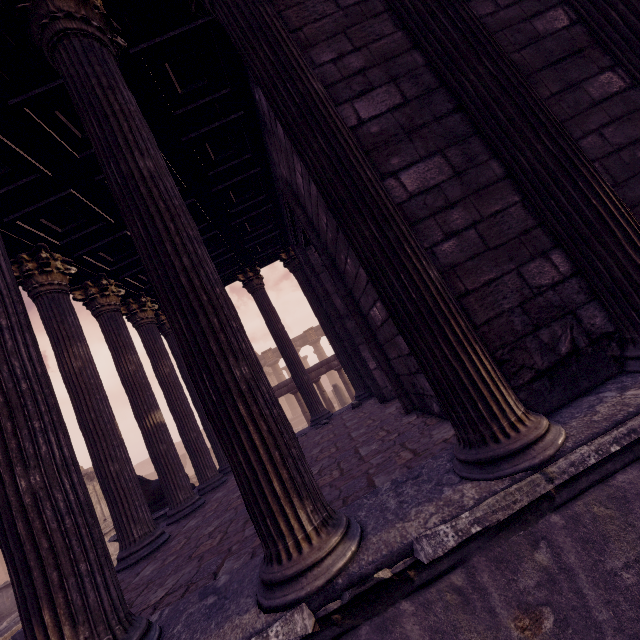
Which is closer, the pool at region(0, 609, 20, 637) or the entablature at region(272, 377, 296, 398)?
the pool at region(0, 609, 20, 637)

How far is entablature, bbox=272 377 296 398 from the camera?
13.71m

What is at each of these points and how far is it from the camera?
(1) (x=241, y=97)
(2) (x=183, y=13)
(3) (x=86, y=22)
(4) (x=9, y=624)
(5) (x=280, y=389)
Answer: (1) entablature, 4.6 meters
(2) entablature, 3.4 meters
(3) building, 2.6 meters
(4) pool, 11.3 meters
(5) entablature, 13.8 meters

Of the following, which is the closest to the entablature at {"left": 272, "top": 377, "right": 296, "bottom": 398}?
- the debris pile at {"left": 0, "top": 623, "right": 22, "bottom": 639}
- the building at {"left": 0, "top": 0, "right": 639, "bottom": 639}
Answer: the building at {"left": 0, "top": 0, "right": 639, "bottom": 639}

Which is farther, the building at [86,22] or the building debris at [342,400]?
the building debris at [342,400]

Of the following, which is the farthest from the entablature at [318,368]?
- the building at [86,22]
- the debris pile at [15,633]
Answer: the debris pile at [15,633]

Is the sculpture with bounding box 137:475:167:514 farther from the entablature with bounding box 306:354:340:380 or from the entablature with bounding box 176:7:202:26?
the entablature with bounding box 176:7:202:26

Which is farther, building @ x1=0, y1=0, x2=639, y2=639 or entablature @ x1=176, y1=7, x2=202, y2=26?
entablature @ x1=176, y1=7, x2=202, y2=26
